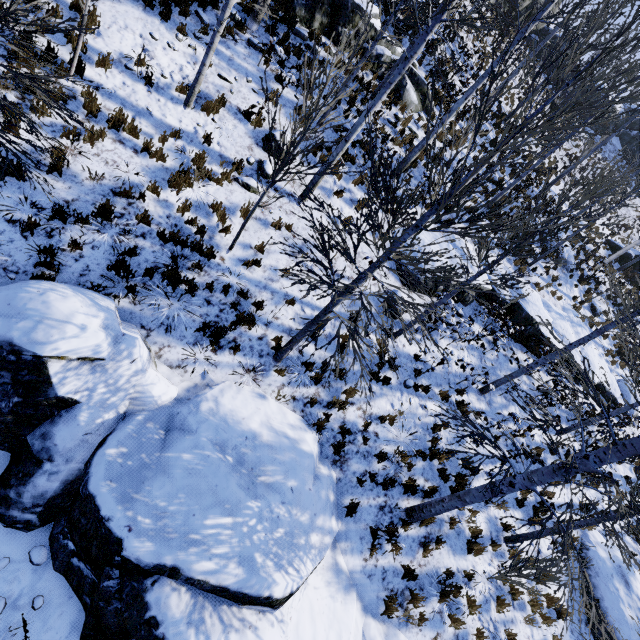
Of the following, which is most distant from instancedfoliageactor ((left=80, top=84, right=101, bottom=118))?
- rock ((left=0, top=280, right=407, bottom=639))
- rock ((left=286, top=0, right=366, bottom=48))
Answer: rock ((left=286, top=0, right=366, bottom=48))

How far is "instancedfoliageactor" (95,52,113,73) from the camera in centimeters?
721cm

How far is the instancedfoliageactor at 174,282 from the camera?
6.89m

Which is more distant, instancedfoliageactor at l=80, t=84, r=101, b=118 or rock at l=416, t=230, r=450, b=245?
rock at l=416, t=230, r=450, b=245

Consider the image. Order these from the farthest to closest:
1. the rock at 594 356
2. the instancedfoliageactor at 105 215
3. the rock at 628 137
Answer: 1. the rock at 628 137
2. the rock at 594 356
3. the instancedfoliageactor at 105 215

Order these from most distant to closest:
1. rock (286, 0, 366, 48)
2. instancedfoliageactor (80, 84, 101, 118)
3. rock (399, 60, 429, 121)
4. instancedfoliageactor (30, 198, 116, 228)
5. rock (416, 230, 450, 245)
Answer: rock (399, 60, 429, 121), rock (416, 230, 450, 245), rock (286, 0, 366, 48), instancedfoliageactor (80, 84, 101, 118), instancedfoliageactor (30, 198, 116, 228)

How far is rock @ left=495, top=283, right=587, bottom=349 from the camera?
12.9 meters

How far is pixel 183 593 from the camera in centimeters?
442cm
